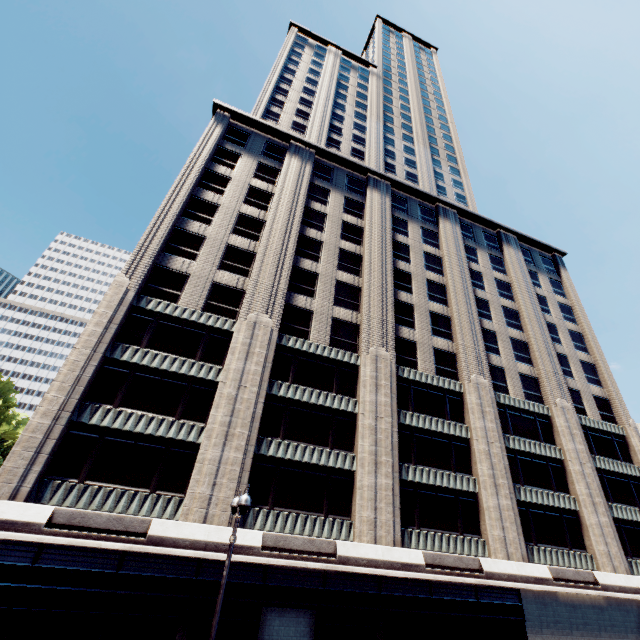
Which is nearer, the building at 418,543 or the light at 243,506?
the light at 243,506

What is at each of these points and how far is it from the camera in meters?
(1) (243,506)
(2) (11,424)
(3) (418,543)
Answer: (1) light, 10.1
(2) tree, 57.3
(3) building, 20.3

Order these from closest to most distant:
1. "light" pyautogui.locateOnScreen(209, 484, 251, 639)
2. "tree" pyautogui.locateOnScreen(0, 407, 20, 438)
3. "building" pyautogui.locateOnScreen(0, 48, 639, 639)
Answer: "light" pyautogui.locateOnScreen(209, 484, 251, 639)
"building" pyautogui.locateOnScreen(0, 48, 639, 639)
"tree" pyautogui.locateOnScreen(0, 407, 20, 438)

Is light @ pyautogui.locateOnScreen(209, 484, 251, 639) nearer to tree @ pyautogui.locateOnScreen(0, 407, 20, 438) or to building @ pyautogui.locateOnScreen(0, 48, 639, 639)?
building @ pyautogui.locateOnScreen(0, 48, 639, 639)

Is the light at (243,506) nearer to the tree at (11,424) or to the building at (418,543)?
the building at (418,543)

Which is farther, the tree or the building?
the tree

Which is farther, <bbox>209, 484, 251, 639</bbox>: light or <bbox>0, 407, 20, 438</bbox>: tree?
<bbox>0, 407, 20, 438</bbox>: tree

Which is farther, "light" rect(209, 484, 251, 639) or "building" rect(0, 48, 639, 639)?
"building" rect(0, 48, 639, 639)
